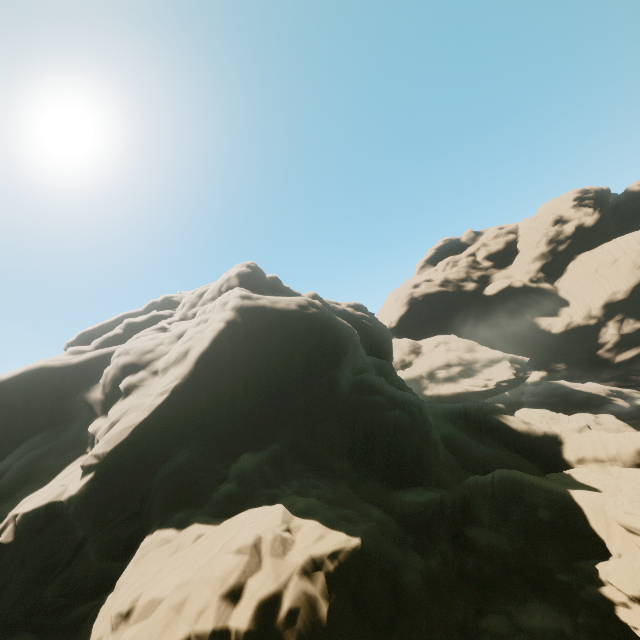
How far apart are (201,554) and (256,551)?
2.3m
